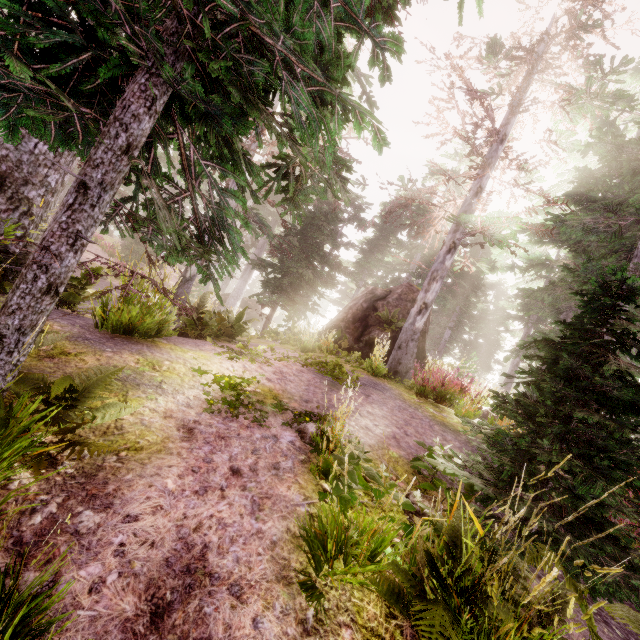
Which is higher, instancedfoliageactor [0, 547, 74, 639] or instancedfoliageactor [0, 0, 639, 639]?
instancedfoliageactor [0, 0, 639, 639]

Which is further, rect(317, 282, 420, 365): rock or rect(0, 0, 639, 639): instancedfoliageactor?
rect(317, 282, 420, 365): rock

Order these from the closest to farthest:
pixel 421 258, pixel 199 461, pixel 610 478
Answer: pixel 610 478 → pixel 199 461 → pixel 421 258

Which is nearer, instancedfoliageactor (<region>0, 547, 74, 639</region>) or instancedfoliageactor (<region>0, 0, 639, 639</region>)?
instancedfoliageactor (<region>0, 547, 74, 639</region>)

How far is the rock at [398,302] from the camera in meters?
13.9

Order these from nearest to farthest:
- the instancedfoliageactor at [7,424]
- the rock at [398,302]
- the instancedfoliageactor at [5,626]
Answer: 1. the instancedfoliageactor at [5,626]
2. the instancedfoliageactor at [7,424]
3. the rock at [398,302]

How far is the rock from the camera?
13.9 meters

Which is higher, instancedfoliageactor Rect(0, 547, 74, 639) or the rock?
the rock
